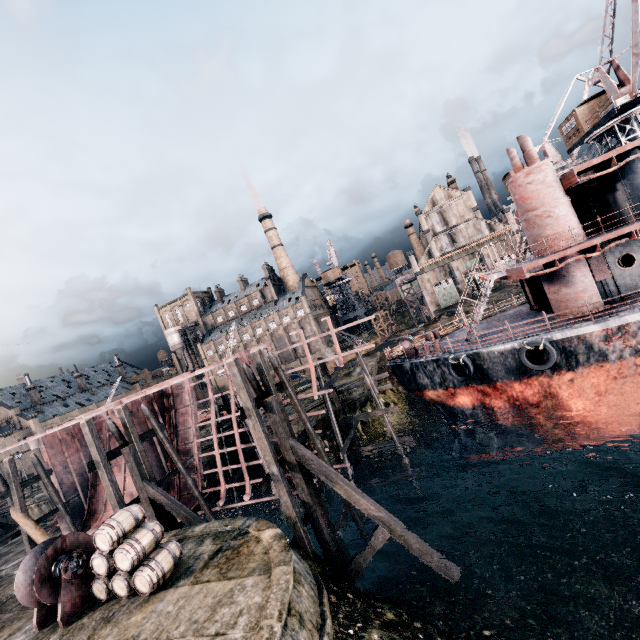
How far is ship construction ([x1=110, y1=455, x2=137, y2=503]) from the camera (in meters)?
25.72

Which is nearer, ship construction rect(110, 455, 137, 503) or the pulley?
the pulley

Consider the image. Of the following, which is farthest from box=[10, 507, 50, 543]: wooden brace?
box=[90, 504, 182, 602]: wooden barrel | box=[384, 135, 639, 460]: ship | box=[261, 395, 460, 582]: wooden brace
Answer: box=[384, 135, 639, 460]: ship

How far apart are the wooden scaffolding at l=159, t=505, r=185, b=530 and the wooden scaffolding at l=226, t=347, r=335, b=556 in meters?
8.3 m

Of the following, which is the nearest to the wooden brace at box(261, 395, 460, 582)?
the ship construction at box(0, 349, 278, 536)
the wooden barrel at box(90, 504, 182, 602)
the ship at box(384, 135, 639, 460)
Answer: the ship construction at box(0, 349, 278, 536)

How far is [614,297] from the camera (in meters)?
14.52

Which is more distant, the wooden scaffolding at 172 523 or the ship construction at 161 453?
the ship construction at 161 453

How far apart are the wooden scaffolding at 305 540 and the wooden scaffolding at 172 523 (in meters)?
8.30
